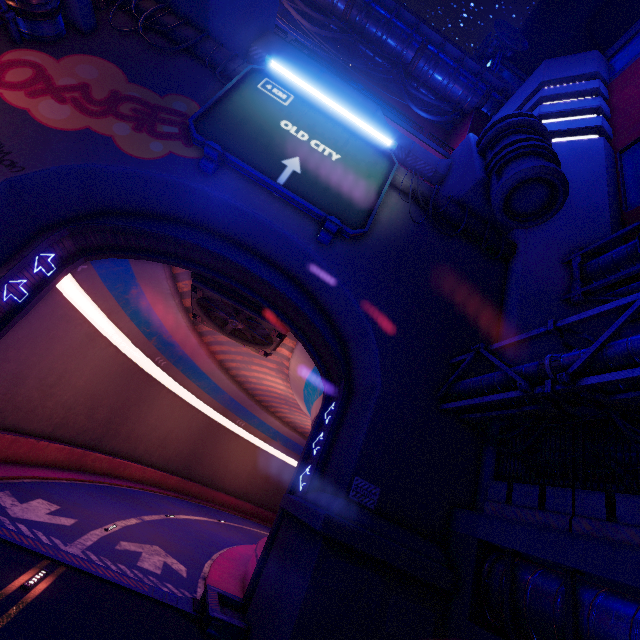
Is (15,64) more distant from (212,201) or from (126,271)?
(126,271)

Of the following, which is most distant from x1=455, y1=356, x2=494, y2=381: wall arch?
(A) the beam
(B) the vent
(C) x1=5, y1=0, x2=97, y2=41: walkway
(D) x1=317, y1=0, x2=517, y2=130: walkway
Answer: (D) x1=317, y1=0, x2=517, y2=130: walkway

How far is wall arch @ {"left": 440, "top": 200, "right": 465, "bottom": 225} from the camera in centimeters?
1560cm

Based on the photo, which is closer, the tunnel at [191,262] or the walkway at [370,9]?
the tunnel at [191,262]

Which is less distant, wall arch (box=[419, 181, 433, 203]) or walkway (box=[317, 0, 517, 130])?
wall arch (box=[419, 181, 433, 203])

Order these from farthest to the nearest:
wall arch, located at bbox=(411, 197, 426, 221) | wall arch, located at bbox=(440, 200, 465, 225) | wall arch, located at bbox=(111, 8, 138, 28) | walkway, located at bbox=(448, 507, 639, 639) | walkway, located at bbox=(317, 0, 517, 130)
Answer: walkway, located at bbox=(317, 0, 517, 130) → wall arch, located at bbox=(440, 200, 465, 225) → wall arch, located at bbox=(411, 197, 426, 221) → wall arch, located at bbox=(111, 8, 138, 28) → walkway, located at bbox=(448, 507, 639, 639)

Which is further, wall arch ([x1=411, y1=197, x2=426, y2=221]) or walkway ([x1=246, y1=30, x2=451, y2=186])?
walkway ([x1=246, y1=30, x2=451, y2=186])

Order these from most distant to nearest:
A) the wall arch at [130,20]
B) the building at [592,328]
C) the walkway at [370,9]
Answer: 1. the walkway at [370,9]
2. the wall arch at [130,20]
3. the building at [592,328]
